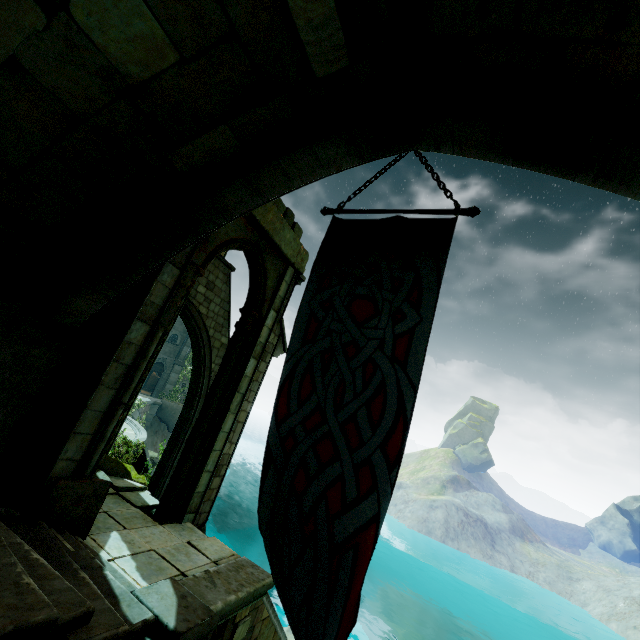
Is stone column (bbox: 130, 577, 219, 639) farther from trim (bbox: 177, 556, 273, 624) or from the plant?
the plant

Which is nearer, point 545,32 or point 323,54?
point 545,32

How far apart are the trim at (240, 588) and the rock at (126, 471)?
3.6m

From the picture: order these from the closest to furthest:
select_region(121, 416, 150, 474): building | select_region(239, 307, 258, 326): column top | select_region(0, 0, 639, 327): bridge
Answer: select_region(0, 0, 639, 327): bridge, select_region(239, 307, 258, 326): column top, select_region(121, 416, 150, 474): building

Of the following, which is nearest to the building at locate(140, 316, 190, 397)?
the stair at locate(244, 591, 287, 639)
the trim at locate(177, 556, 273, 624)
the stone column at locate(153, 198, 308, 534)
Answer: the stair at locate(244, 591, 287, 639)

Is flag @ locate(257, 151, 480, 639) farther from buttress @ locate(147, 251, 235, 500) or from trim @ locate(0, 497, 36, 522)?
buttress @ locate(147, 251, 235, 500)

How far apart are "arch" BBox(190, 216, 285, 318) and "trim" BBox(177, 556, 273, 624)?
5.44m

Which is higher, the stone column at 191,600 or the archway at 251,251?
the archway at 251,251
